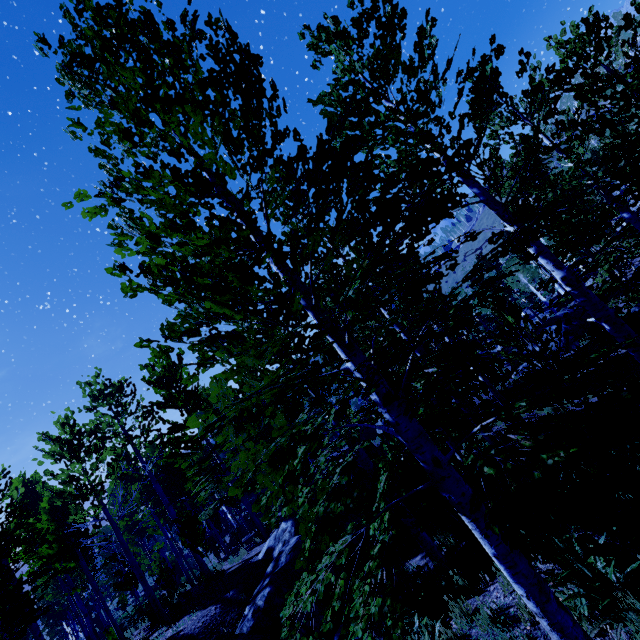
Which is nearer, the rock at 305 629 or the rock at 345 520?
the rock at 305 629

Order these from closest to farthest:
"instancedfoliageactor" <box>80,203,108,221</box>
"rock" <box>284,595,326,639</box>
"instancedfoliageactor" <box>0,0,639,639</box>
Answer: "instancedfoliageactor" <box>0,0,639,639</box> < "instancedfoliageactor" <box>80,203,108,221</box> < "rock" <box>284,595,326,639</box>

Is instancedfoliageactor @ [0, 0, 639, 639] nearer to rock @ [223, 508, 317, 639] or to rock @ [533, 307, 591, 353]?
rock @ [533, 307, 591, 353]

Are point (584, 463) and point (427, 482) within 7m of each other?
yes

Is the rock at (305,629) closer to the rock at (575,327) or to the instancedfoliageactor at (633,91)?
the instancedfoliageactor at (633,91)

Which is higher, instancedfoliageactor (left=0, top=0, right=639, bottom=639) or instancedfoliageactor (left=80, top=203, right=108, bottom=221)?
instancedfoliageactor (left=80, top=203, right=108, bottom=221)
